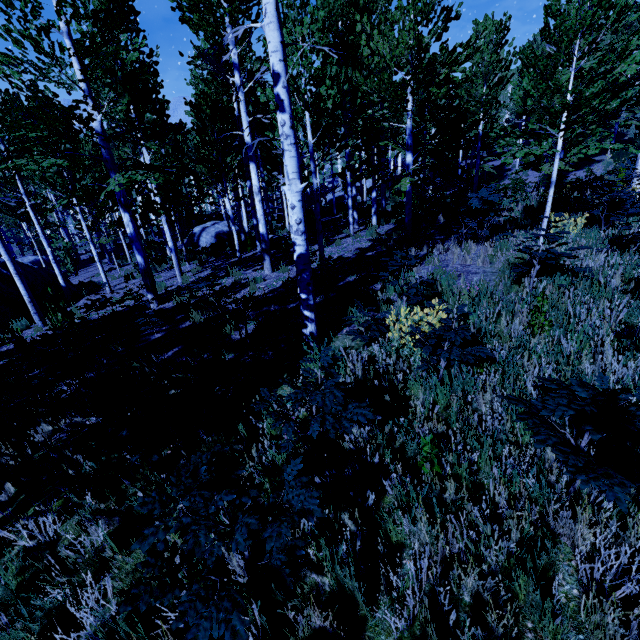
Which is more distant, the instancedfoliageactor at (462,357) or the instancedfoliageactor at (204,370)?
the instancedfoliageactor at (204,370)

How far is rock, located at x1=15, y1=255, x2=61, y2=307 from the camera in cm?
1384

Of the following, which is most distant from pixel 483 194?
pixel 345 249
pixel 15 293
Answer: pixel 15 293

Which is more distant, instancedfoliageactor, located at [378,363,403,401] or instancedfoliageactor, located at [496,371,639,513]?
instancedfoliageactor, located at [378,363,403,401]

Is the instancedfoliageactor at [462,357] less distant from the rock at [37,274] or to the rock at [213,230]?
the rock at [213,230]

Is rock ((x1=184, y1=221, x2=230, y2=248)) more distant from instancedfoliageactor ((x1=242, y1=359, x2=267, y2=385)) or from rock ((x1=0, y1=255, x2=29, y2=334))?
rock ((x1=0, y1=255, x2=29, y2=334))

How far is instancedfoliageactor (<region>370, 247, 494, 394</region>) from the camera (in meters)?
3.22
